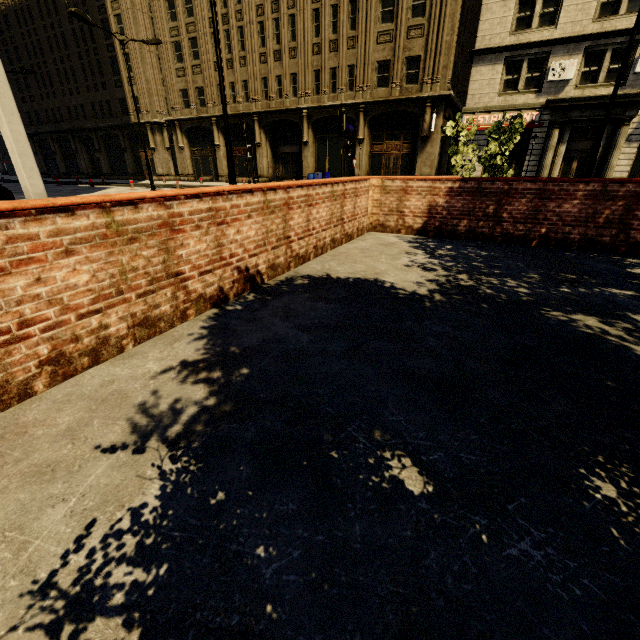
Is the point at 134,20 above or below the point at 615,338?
above

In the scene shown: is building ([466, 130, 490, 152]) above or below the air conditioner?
below

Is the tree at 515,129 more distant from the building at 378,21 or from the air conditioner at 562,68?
the air conditioner at 562,68

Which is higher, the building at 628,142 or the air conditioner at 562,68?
the air conditioner at 562,68

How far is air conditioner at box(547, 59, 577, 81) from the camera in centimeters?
1827cm

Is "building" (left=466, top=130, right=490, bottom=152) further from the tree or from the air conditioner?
the tree

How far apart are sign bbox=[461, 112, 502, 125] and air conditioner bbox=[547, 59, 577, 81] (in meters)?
1.34

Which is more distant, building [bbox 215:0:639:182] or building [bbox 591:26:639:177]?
building [bbox 215:0:639:182]
